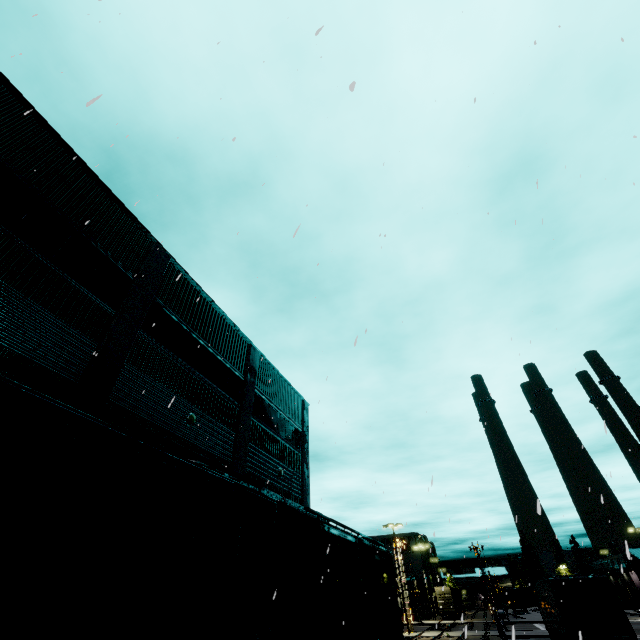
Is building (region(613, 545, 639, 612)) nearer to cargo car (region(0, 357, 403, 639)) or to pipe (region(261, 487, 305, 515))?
pipe (region(261, 487, 305, 515))

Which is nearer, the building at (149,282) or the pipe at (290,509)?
the building at (149,282)

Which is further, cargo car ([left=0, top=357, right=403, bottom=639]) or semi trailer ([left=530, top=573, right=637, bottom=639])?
semi trailer ([left=530, top=573, right=637, bottom=639])

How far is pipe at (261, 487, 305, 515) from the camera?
14.6 meters

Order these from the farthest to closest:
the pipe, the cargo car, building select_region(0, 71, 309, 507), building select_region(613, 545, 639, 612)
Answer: building select_region(613, 545, 639, 612)
the pipe
building select_region(0, 71, 309, 507)
the cargo car

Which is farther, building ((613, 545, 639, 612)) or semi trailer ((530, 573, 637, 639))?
building ((613, 545, 639, 612))

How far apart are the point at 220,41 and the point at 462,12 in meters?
6.9 m

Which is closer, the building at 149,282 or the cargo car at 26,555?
the cargo car at 26,555
